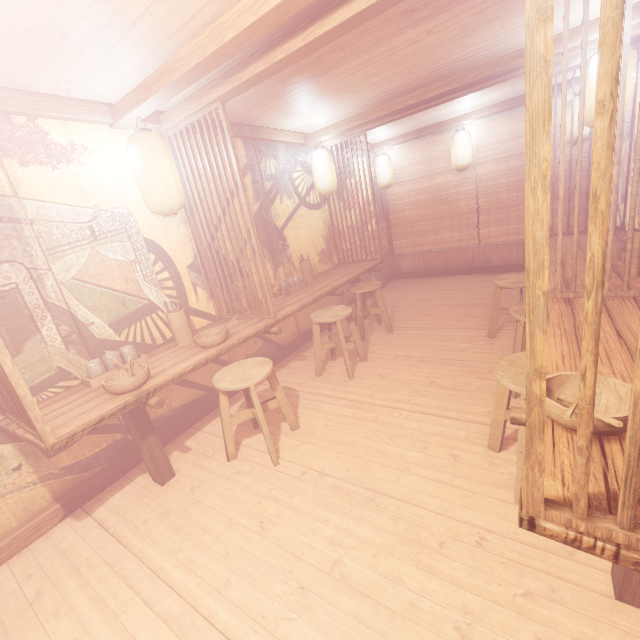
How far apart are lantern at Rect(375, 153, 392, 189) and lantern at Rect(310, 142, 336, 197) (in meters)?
3.65

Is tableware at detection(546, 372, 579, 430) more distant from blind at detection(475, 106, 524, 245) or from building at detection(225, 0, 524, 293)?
blind at detection(475, 106, 524, 245)

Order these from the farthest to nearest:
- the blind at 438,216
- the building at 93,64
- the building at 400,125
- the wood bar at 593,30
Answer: the blind at 438,216
the building at 400,125
the wood bar at 593,30
the building at 93,64

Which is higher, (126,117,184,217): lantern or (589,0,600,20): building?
(589,0,600,20): building

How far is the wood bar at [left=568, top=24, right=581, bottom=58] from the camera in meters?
5.3

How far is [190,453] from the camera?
5.2 meters

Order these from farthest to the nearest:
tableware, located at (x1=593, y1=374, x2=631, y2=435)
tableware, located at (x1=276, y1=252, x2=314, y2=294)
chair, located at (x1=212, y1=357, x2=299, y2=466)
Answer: tableware, located at (x1=276, y1=252, x2=314, y2=294), chair, located at (x1=212, y1=357, x2=299, y2=466), tableware, located at (x1=593, y1=374, x2=631, y2=435)

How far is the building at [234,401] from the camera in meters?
6.3
